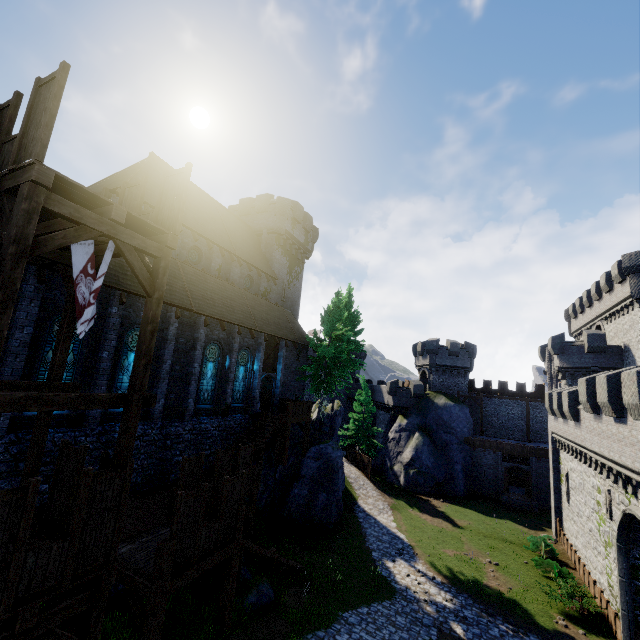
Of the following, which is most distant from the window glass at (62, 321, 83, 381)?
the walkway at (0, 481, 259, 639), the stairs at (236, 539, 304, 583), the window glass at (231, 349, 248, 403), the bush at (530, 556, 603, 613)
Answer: the bush at (530, 556, 603, 613)

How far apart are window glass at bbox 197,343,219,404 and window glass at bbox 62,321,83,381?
6.5 meters

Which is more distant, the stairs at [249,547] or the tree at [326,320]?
the tree at [326,320]

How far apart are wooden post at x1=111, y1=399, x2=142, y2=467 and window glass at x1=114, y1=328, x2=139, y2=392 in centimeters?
774cm

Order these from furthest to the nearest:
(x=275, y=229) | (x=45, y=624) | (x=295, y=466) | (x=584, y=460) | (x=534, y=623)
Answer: (x=275, y=229)
(x=295, y=466)
(x=584, y=460)
(x=534, y=623)
(x=45, y=624)

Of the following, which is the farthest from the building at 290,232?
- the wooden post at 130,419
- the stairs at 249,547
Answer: the wooden post at 130,419

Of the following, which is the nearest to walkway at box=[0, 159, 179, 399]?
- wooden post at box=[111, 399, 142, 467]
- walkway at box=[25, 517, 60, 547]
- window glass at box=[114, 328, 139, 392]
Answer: wooden post at box=[111, 399, 142, 467]

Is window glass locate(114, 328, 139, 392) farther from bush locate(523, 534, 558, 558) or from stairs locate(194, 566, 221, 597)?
bush locate(523, 534, 558, 558)
